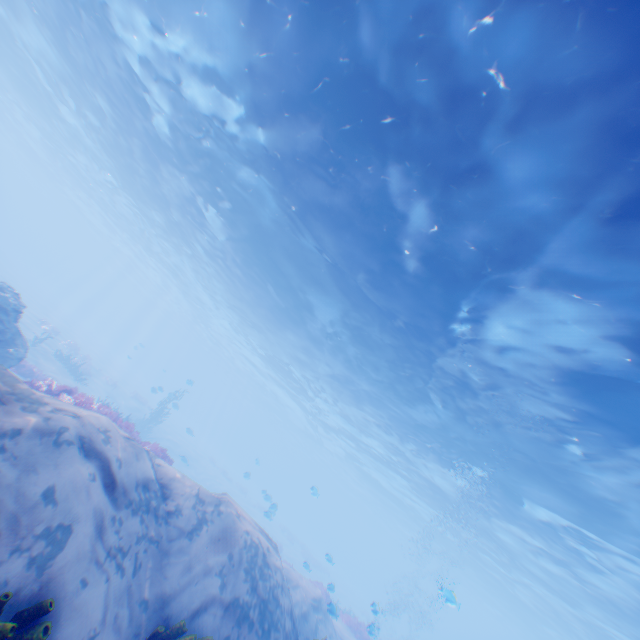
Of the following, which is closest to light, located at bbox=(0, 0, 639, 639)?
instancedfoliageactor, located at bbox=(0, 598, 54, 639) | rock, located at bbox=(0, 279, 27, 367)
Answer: instancedfoliageactor, located at bbox=(0, 598, 54, 639)

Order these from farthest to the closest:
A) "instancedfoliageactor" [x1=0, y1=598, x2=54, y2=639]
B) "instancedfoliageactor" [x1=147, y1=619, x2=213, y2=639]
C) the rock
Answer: the rock → "instancedfoliageactor" [x1=147, y1=619, x2=213, y2=639] → "instancedfoliageactor" [x1=0, y1=598, x2=54, y2=639]

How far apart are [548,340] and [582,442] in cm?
536

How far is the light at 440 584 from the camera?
8.6 meters

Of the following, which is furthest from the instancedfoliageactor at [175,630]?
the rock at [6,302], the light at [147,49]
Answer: the rock at [6,302]

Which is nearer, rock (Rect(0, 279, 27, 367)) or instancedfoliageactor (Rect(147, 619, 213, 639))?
instancedfoliageactor (Rect(147, 619, 213, 639))

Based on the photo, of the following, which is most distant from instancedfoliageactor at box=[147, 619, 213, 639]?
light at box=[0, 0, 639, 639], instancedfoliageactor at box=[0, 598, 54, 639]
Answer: A: light at box=[0, 0, 639, 639]

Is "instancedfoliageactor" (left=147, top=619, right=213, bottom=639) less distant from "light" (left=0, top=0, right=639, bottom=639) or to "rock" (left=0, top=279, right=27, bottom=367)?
"light" (left=0, top=0, right=639, bottom=639)
